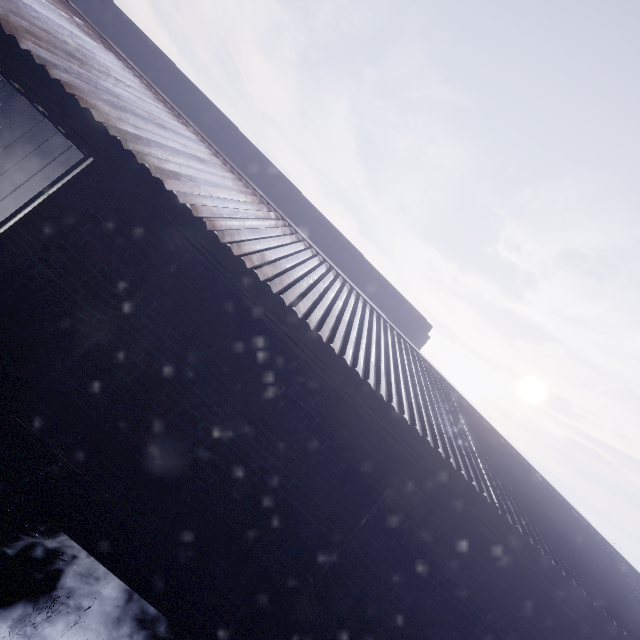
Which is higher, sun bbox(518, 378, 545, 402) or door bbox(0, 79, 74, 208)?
sun bbox(518, 378, 545, 402)

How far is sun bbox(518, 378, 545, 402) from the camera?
56.3 meters

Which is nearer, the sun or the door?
the door

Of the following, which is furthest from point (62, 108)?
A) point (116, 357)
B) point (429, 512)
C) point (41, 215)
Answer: point (429, 512)

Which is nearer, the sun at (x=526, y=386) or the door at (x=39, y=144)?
the door at (x=39, y=144)

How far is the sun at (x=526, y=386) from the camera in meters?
56.3 m
